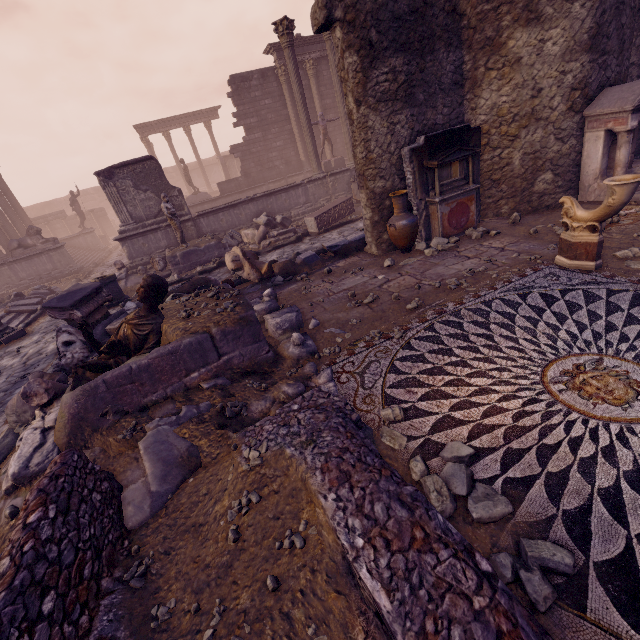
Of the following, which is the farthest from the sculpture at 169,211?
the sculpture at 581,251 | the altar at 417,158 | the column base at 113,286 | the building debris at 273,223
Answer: the sculpture at 581,251

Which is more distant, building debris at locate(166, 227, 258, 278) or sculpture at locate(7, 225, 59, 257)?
sculpture at locate(7, 225, 59, 257)

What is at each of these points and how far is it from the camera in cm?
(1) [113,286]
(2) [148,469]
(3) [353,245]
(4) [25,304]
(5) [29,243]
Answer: (1) column base, 999
(2) debris pile, 313
(3) debris pile, 835
(4) debris pile, 1171
(5) sculpture, 1542

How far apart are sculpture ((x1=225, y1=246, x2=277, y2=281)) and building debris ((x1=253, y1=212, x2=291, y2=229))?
3.4m

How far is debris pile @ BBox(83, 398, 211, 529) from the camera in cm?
293

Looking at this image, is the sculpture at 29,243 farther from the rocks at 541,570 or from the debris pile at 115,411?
the rocks at 541,570

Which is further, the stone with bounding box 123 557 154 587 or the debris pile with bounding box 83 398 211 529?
the debris pile with bounding box 83 398 211 529

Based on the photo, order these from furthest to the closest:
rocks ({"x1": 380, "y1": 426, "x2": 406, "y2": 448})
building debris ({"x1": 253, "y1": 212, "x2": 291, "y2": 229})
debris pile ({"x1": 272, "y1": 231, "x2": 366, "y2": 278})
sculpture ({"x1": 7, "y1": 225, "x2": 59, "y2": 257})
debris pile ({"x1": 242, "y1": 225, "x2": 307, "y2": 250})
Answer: sculpture ({"x1": 7, "y1": 225, "x2": 59, "y2": 257})
building debris ({"x1": 253, "y1": 212, "x2": 291, "y2": 229})
debris pile ({"x1": 242, "y1": 225, "x2": 307, "y2": 250})
debris pile ({"x1": 272, "y1": 231, "x2": 366, "y2": 278})
rocks ({"x1": 380, "y1": 426, "x2": 406, "y2": 448})
